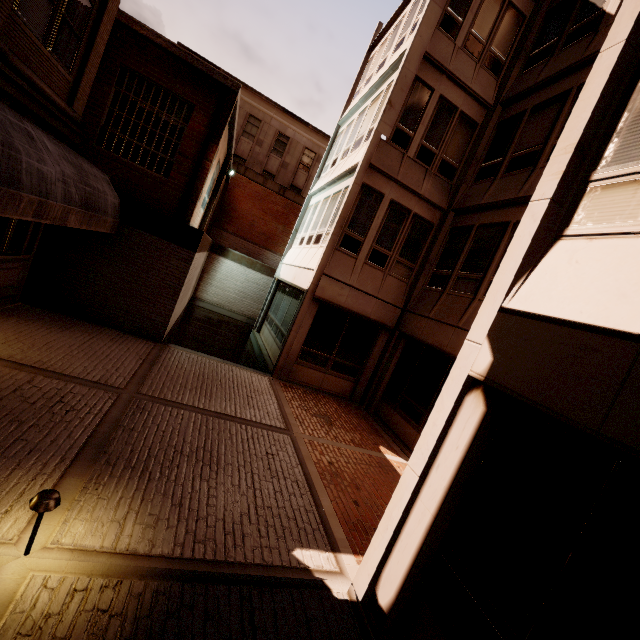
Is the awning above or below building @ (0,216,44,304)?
above

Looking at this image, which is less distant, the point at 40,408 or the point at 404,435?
the point at 40,408

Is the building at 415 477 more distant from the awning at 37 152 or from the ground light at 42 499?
the awning at 37 152

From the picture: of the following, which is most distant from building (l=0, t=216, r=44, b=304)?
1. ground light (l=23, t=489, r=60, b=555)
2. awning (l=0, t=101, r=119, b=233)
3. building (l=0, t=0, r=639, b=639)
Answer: building (l=0, t=0, r=639, b=639)

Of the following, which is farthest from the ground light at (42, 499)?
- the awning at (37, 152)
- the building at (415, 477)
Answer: the building at (415, 477)

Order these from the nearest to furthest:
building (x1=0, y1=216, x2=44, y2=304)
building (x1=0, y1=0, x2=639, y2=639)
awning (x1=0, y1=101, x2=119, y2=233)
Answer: building (x1=0, y1=0, x2=639, y2=639), awning (x1=0, y1=101, x2=119, y2=233), building (x1=0, y1=216, x2=44, y2=304)

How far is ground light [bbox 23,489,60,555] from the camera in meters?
2.8 m

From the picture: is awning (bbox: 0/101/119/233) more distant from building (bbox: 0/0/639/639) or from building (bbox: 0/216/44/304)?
building (bbox: 0/0/639/639)
